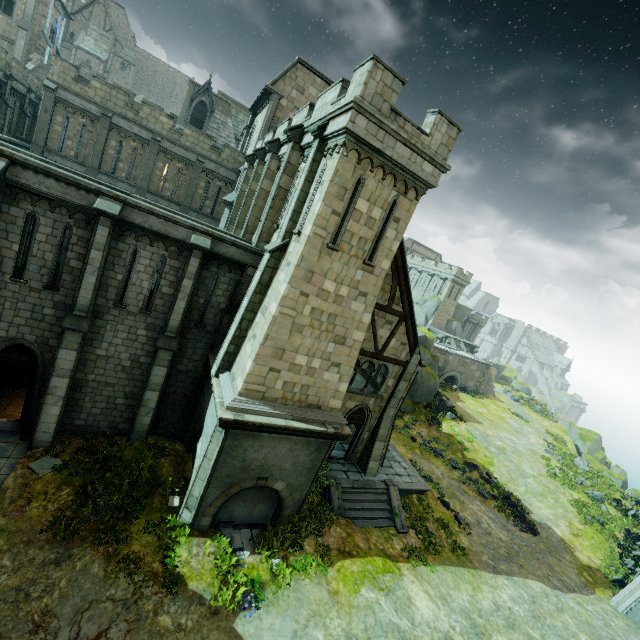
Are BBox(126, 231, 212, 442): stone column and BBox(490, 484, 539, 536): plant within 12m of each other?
no

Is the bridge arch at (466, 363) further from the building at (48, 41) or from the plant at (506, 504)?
the plant at (506, 504)

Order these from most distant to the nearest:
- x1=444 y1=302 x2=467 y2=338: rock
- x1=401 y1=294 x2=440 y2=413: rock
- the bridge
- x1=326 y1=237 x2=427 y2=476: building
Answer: x1=444 y1=302 x2=467 y2=338: rock
the bridge
x1=401 y1=294 x2=440 y2=413: rock
x1=326 y1=237 x2=427 y2=476: building

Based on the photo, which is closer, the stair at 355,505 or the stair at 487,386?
the stair at 355,505

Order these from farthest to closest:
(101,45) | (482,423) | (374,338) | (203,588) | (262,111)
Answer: (101,45) → (482,423) → (262,111) → (374,338) → (203,588)

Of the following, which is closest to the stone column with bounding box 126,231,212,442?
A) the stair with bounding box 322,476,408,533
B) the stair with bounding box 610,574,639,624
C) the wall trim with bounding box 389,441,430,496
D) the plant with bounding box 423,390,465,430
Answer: the stair with bounding box 322,476,408,533

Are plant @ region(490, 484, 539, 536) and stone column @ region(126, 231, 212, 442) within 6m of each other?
no

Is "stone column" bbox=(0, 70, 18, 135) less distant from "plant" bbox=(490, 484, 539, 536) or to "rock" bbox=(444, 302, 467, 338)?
"plant" bbox=(490, 484, 539, 536)
